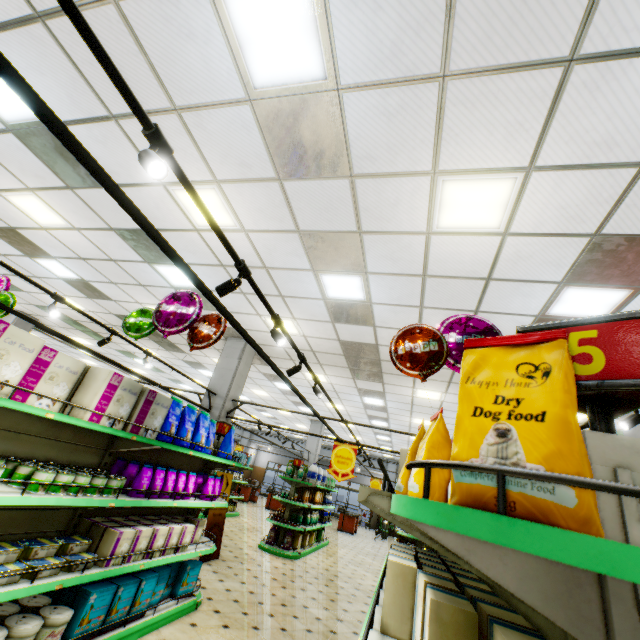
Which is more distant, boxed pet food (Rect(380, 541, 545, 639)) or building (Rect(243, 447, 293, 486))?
building (Rect(243, 447, 293, 486))

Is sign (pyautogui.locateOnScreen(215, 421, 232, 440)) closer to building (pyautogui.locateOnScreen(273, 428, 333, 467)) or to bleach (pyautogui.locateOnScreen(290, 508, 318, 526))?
building (pyautogui.locateOnScreen(273, 428, 333, 467))

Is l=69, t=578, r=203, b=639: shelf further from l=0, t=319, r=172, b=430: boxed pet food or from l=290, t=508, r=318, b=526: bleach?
l=290, t=508, r=318, b=526: bleach

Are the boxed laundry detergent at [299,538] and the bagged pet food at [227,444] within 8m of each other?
yes

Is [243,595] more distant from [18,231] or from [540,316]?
[18,231]

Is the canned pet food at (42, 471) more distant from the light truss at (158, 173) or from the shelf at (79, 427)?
the light truss at (158, 173)

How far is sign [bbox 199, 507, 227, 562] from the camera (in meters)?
6.79

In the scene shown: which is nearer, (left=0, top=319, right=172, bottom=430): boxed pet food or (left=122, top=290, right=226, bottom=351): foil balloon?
(left=0, top=319, right=172, bottom=430): boxed pet food
